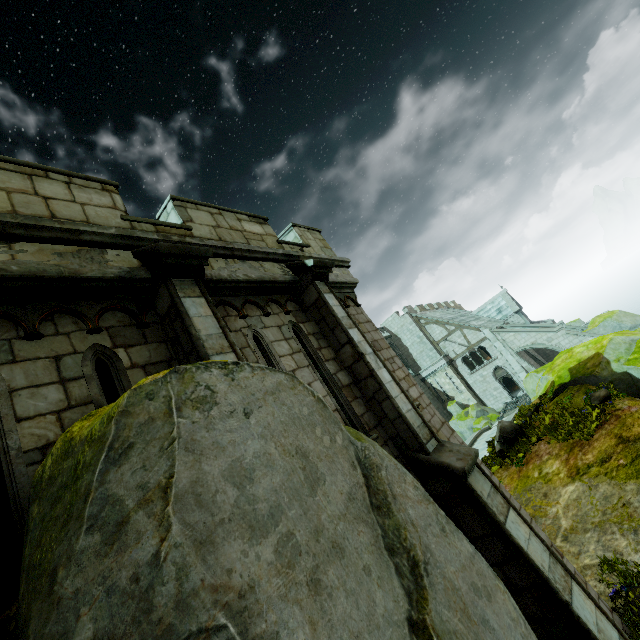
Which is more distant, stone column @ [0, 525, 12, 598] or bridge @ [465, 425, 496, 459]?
bridge @ [465, 425, 496, 459]

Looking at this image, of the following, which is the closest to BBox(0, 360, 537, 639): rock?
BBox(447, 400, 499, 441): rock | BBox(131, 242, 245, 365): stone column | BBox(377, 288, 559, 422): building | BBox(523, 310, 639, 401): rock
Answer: BBox(131, 242, 245, 365): stone column

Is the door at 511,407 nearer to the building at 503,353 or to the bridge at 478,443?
the building at 503,353

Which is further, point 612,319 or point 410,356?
point 410,356

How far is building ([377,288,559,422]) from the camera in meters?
31.8

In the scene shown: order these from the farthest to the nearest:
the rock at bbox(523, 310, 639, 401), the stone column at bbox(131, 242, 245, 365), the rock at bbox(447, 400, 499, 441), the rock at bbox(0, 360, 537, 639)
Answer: the rock at bbox(447, 400, 499, 441) → the rock at bbox(523, 310, 639, 401) → the stone column at bbox(131, 242, 245, 365) → the rock at bbox(0, 360, 537, 639)

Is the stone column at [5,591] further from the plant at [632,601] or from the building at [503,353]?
the building at [503,353]

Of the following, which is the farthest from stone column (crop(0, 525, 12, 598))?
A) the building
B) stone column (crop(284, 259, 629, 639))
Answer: the building
